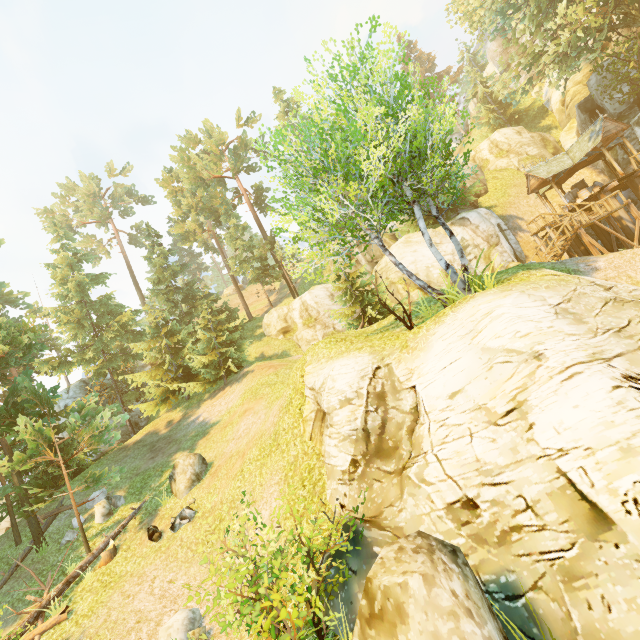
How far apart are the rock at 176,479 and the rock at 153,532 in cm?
144

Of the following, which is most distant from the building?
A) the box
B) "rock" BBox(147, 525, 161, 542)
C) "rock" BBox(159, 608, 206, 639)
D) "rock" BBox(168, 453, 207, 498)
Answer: "rock" BBox(147, 525, 161, 542)

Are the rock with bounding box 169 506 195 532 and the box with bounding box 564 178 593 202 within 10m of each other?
no

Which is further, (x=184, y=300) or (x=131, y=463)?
(x=184, y=300)

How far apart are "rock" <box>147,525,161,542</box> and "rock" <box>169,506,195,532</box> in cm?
39

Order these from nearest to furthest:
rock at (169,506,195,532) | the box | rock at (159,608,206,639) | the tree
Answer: rock at (159,608,206,639), the tree, rock at (169,506,195,532), the box

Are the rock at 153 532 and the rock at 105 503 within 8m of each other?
yes

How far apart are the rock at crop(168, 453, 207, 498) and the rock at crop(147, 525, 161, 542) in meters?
1.4 m
